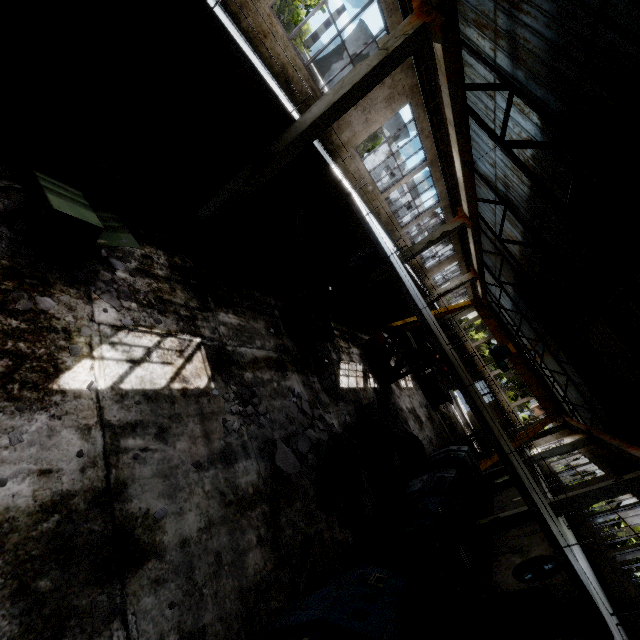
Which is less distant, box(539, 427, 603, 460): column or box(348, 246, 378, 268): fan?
box(539, 427, 603, 460): column

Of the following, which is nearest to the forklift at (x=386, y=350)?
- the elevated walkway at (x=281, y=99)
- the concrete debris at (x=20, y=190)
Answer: the elevated walkway at (x=281, y=99)

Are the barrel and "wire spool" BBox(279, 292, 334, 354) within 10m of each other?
yes

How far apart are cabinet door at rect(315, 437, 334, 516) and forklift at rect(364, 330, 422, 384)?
8.6m

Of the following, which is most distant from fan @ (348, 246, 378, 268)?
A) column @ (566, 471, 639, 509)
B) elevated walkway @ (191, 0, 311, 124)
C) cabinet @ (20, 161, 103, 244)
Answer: cabinet @ (20, 161, 103, 244)

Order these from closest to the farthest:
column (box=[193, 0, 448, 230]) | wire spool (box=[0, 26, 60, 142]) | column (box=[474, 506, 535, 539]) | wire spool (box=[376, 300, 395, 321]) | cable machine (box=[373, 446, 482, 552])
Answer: wire spool (box=[0, 26, 60, 142]), column (box=[193, 0, 448, 230]), cable machine (box=[373, 446, 482, 552]), column (box=[474, 506, 535, 539]), wire spool (box=[376, 300, 395, 321])

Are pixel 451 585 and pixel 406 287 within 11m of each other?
yes

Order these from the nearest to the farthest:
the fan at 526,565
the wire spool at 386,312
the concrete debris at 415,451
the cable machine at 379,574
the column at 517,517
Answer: the cable machine at 379,574, the column at 517,517, the fan at 526,565, the concrete debris at 415,451, the wire spool at 386,312
